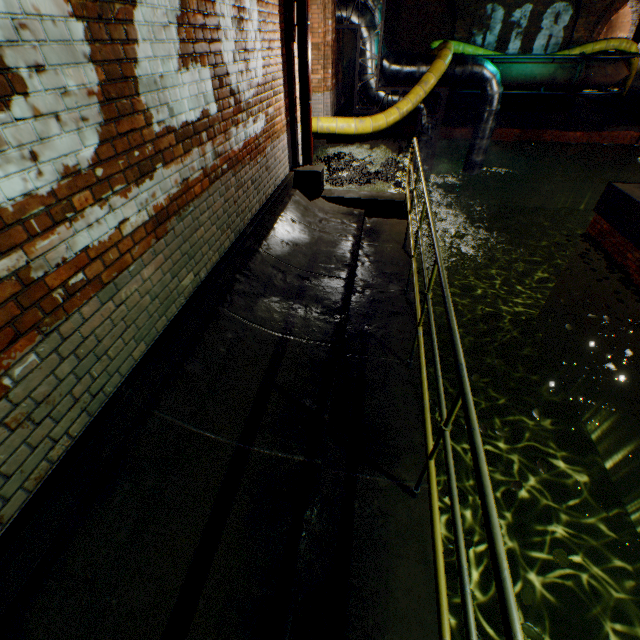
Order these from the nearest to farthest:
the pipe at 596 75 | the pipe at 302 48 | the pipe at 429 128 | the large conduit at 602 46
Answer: the pipe at 302 48
the pipe at 429 128
the pipe at 596 75
the large conduit at 602 46

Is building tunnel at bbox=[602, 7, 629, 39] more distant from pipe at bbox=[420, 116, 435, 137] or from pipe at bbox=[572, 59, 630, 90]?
pipe at bbox=[420, 116, 435, 137]

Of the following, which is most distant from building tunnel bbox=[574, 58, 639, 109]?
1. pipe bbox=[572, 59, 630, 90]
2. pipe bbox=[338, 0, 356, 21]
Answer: pipe bbox=[338, 0, 356, 21]

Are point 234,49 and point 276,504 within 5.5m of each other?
yes

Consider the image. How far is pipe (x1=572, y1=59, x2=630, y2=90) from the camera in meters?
12.0 m

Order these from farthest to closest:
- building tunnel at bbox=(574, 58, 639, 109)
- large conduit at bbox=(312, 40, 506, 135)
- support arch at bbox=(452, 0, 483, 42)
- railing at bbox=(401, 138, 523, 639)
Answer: building tunnel at bbox=(574, 58, 639, 109) < support arch at bbox=(452, 0, 483, 42) < large conduit at bbox=(312, 40, 506, 135) < railing at bbox=(401, 138, 523, 639)

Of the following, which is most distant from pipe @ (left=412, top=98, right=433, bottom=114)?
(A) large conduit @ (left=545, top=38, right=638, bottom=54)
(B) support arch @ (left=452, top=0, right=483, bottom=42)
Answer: (B) support arch @ (left=452, top=0, right=483, bottom=42)

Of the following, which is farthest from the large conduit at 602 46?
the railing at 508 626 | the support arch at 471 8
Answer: the railing at 508 626
